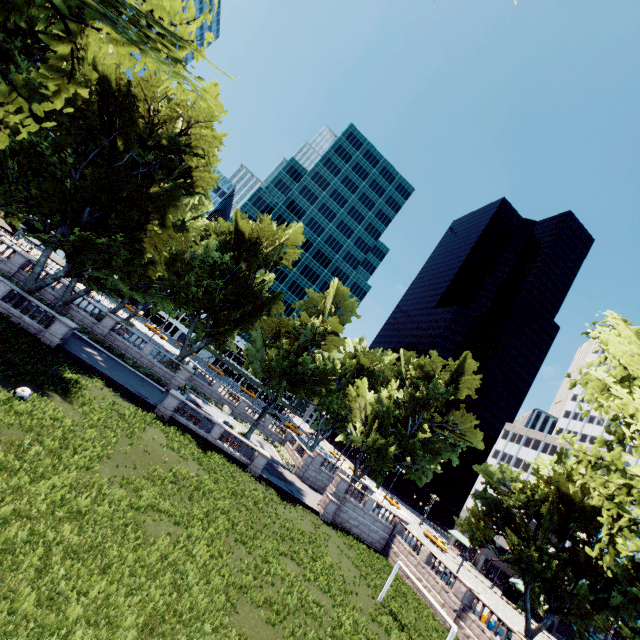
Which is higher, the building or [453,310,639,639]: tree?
[453,310,639,639]: tree

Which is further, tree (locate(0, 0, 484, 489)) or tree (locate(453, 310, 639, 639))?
tree (locate(453, 310, 639, 639))

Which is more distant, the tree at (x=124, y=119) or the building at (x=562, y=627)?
the building at (x=562, y=627)

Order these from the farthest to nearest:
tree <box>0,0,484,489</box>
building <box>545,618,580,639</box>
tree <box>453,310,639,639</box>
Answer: → building <box>545,618,580,639</box> → tree <box>453,310,639,639</box> → tree <box>0,0,484,489</box>

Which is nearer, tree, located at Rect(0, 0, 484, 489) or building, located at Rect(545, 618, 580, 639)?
tree, located at Rect(0, 0, 484, 489)

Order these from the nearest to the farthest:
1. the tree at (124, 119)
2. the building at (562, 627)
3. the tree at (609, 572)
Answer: the tree at (124, 119) < the tree at (609, 572) < the building at (562, 627)

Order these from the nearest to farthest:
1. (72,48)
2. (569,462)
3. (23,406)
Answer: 1. (72,48)
2. (23,406)
3. (569,462)
